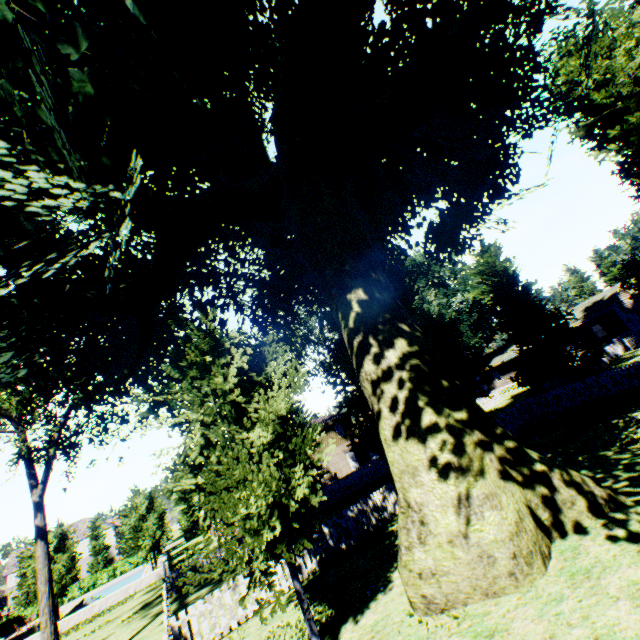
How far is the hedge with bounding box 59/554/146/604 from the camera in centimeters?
4702cm

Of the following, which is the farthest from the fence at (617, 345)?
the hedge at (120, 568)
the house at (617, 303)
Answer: the hedge at (120, 568)

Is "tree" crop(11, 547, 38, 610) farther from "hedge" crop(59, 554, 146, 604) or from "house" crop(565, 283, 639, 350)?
"house" crop(565, 283, 639, 350)

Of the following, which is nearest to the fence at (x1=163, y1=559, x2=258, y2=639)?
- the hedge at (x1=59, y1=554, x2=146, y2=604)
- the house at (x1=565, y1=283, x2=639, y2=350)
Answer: the house at (x1=565, y1=283, x2=639, y2=350)

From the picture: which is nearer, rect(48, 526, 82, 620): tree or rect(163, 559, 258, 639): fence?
rect(163, 559, 258, 639): fence

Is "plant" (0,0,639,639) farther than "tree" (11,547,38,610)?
No

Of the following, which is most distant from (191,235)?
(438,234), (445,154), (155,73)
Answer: (445,154)

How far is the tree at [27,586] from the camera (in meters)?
26.08
